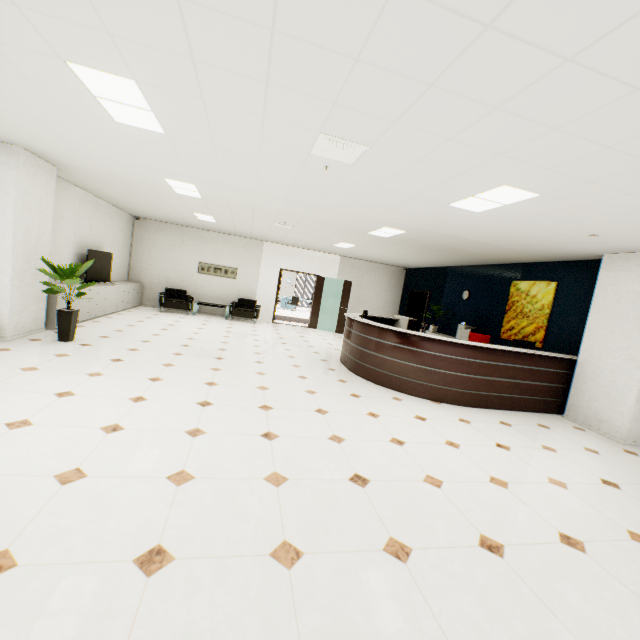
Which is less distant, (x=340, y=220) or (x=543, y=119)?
(x=543, y=119)

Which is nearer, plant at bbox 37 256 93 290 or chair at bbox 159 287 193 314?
plant at bbox 37 256 93 290

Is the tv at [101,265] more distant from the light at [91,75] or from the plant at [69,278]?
the light at [91,75]

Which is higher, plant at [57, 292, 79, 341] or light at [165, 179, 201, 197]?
light at [165, 179, 201, 197]

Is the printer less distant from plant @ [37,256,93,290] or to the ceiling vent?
the ceiling vent

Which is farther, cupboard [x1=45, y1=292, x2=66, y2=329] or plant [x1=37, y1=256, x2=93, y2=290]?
cupboard [x1=45, y1=292, x2=66, y2=329]

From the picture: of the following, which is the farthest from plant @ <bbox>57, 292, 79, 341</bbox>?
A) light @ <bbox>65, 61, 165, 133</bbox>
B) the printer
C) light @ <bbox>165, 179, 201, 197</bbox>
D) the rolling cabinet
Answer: the printer

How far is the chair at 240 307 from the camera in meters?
11.2 m
